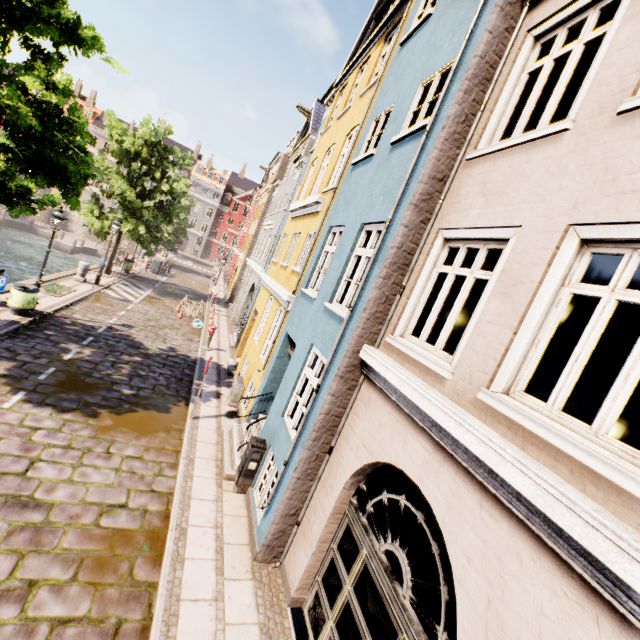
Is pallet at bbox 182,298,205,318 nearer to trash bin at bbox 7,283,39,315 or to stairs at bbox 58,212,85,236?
trash bin at bbox 7,283,39,315

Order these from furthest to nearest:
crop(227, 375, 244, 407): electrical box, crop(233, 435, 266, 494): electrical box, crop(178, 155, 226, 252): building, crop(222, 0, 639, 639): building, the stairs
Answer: crop(178, 155, 226, 252): building, the stairs, crop(227, 375, 244, 407): electrical box, crop(233, 435, 266, 494): electrical box, crop(222, 0, 639, 639): building

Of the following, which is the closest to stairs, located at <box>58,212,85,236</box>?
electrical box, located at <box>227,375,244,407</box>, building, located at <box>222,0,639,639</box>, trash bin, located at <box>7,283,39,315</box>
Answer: building, located at <box>222,0,639,639</box>

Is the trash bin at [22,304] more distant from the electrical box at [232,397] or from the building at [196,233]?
the building at [196,233]

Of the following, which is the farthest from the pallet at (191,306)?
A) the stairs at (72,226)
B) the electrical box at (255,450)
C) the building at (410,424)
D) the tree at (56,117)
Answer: the building at (410,424)

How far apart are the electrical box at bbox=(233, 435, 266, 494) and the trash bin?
9.9 meters

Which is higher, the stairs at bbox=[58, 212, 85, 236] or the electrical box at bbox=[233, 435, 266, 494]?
the electrical box at bbox=[233, 435, 266, 494]

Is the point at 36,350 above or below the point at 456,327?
below
